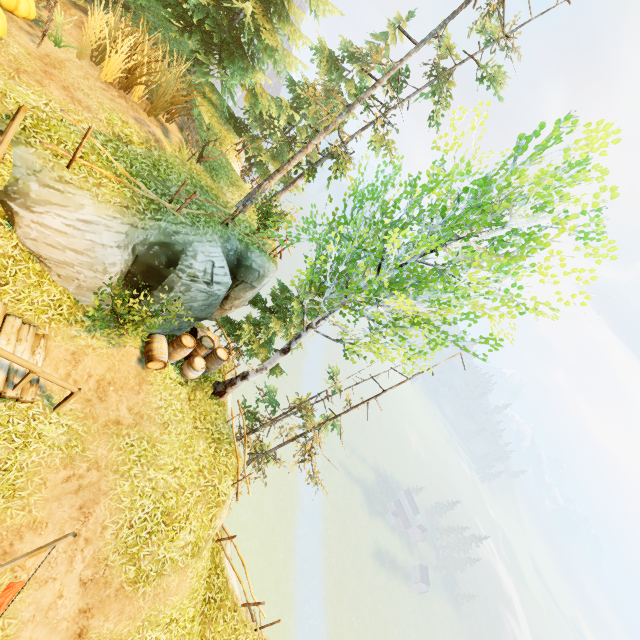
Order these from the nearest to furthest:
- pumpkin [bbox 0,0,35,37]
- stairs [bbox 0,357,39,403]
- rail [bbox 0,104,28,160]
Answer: rail [bbox 0,104,28,160]
stairs [bbox 0,357,39,403]
pumpkin [bbox 0,0,35,37]

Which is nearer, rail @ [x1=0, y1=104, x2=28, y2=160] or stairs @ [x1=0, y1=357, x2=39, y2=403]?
rail @ [x1=0, y1=104, x2=28, y2=160]

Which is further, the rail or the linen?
the rail

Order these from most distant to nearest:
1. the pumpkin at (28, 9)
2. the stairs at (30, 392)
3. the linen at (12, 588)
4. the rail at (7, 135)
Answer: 1. the pumpkin at (28, 9)
2. the stairs at (30, 392)
3. the rail at (7, 135)
4. the linen at (12, 588)

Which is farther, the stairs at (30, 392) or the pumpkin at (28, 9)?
the pumpkin at (28, 9)

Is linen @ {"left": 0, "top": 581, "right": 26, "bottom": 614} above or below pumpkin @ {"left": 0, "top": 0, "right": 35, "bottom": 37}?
below

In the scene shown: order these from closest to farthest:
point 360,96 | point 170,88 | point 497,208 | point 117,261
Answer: point 497,208
point 117,261
point 170,88
point 360,96

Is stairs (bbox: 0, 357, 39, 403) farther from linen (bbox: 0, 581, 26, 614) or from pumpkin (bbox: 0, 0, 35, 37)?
pumpkin (bbox: 0, 0, 35, 37)
